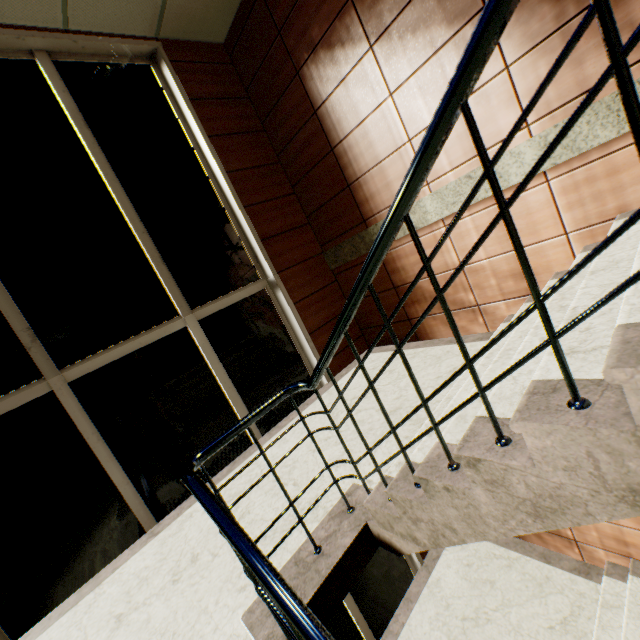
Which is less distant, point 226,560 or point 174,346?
point 226,560
